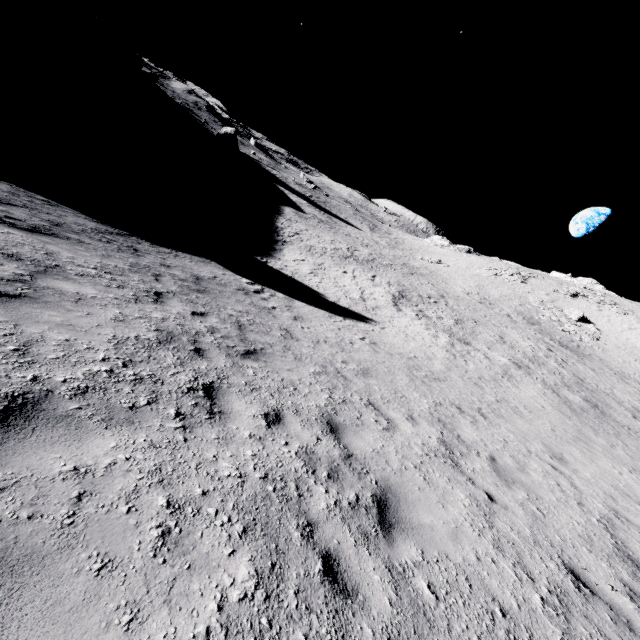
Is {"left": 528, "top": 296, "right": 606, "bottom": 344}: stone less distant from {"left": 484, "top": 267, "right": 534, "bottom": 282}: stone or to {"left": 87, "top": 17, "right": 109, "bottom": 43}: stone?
{"left": 484, "top": 267, "right": 534, "bottom": 282}: stone

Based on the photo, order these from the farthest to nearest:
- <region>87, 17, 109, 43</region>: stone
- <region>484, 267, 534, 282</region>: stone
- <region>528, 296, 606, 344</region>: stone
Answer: <region>87, 17, 109, 43</region>: stone → <region>484, 267, 534, 282</region>: stone → <region>528, 296, 606, 344</region>: stone

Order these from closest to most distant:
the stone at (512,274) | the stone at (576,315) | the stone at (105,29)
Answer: the stone at (576,315) → the stone at (512,274) → the stone at (105,29)

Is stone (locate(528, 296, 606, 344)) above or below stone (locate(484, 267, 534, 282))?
below

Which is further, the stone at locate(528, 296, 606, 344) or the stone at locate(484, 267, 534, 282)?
the stone at locate(484, 267, 534, 282)

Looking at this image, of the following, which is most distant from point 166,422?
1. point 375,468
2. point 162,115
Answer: point 162,115

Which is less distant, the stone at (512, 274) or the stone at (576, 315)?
the stone at (576, 315)

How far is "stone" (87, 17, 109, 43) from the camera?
57.84m
